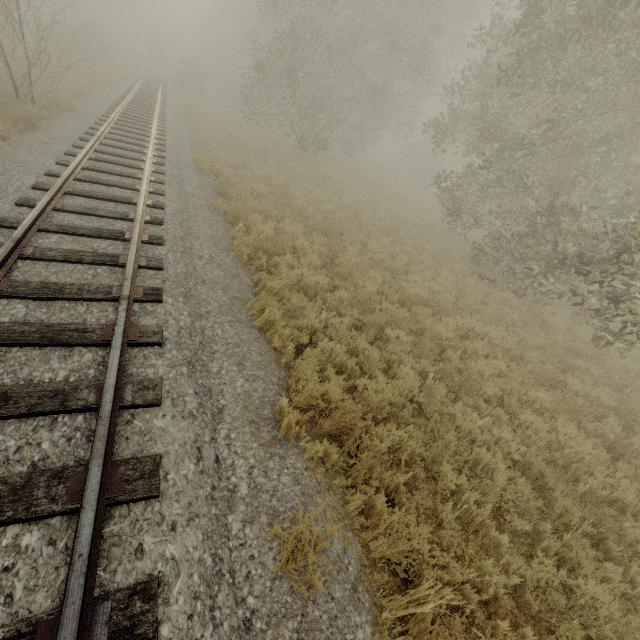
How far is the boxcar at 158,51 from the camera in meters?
48.2 m

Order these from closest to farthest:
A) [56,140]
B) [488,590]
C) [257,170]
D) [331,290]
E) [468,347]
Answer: [488,590] < [468,347] < [331,290] < [56,140] < [257,170]

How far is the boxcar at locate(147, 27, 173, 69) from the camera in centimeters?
4825cm
